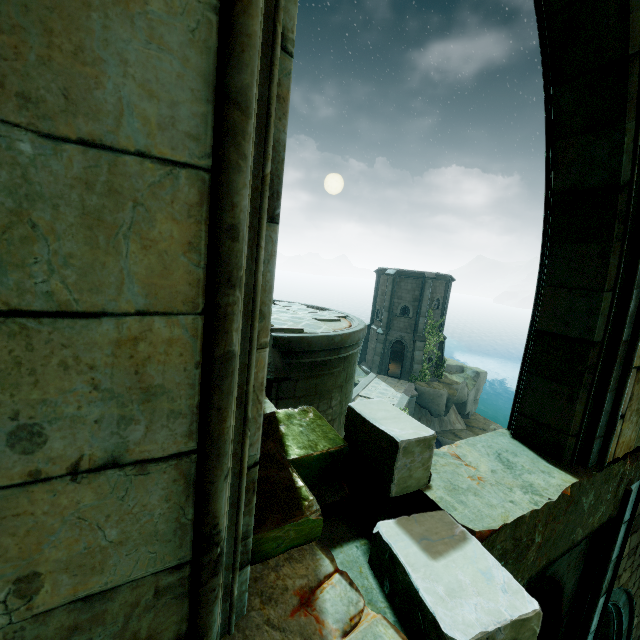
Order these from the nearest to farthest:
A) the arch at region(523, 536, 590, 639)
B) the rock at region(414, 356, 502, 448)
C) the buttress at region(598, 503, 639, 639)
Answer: the arch at region(523, 536, 590, 639) < the buttress at region(598, 503, 639, 639) < the rock at region(414, 356, 502, 448)

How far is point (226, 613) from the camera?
1.3m

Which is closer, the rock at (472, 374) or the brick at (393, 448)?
the brick at (393, 448)

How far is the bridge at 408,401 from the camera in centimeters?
2339cm

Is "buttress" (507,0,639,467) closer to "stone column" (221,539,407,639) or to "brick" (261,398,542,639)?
"stone column" (221,539,407,639)

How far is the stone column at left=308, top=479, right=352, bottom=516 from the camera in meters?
2.3 m

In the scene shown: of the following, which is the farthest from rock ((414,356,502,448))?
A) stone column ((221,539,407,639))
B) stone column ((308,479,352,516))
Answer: stone column ((221,539,407,639))

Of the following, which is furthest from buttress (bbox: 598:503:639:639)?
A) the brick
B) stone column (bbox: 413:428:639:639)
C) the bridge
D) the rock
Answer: the rock
